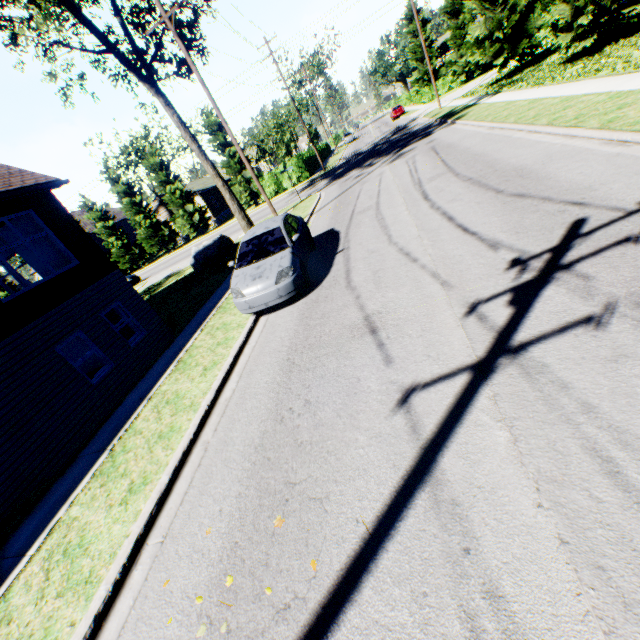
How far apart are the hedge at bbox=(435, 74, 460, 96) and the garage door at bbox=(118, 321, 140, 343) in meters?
48.5 m

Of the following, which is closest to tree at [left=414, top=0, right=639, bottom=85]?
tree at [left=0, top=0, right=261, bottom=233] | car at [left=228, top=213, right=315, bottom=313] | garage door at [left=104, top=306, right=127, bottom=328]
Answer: car at [left=228, top=213, right=315, bottom=313]

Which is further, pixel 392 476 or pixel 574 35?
pixel 574 35

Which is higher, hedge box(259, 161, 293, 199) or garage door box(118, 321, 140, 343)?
hedge box(259, 161, 293, 199)

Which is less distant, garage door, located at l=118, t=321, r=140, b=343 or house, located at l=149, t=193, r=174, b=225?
garage door, located at l=118, t=321, r=140, b=343

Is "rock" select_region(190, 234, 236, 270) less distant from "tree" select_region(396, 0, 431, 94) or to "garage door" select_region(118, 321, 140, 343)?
"garage door" select_region(118, 321, 140, 343)

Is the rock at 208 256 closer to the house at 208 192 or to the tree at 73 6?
the tree at 73 6

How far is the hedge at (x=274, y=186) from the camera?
34.41m
